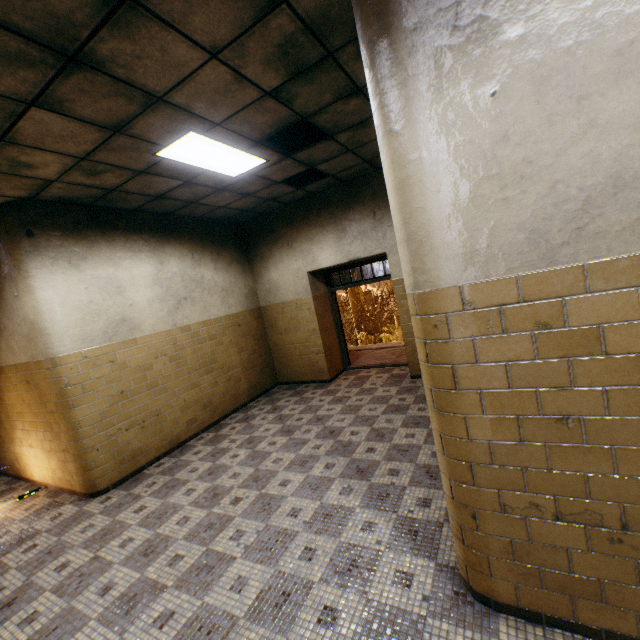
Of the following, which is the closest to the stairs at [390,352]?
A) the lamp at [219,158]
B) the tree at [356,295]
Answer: the lamp at [219,158]

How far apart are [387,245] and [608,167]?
4.78m

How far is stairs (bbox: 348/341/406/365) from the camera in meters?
8.0

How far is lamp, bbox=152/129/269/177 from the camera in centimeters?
351cm

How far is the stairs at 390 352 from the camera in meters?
8.0 m

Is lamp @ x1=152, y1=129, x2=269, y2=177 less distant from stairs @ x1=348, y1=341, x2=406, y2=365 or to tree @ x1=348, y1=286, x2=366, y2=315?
stairs @ x1=348, y1=341, x2=406, y2=365

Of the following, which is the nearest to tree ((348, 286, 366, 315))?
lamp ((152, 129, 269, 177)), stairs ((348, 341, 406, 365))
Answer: stairs ((348, 341, 406, 365))
